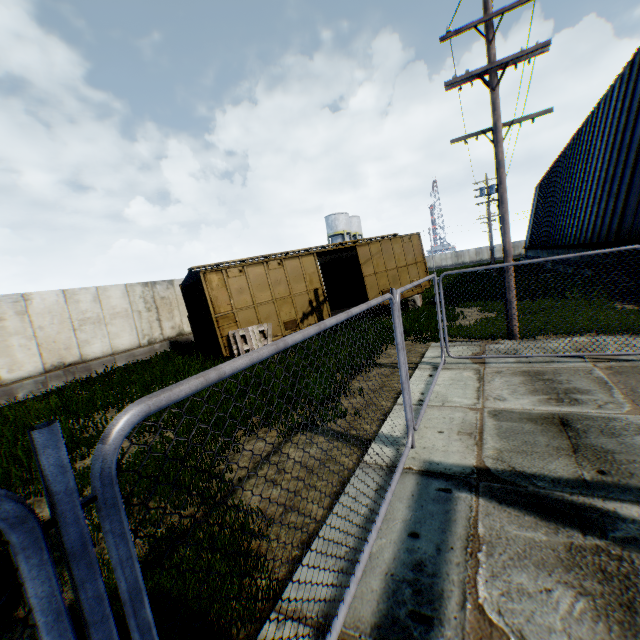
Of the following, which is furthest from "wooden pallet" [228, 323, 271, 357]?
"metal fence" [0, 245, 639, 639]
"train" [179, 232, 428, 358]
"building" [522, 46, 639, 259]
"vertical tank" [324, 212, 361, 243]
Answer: "vertical tank" [324, 212, 361, 243]

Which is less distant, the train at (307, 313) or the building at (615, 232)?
the train at (307, 313)

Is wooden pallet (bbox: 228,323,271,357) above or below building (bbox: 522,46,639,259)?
below

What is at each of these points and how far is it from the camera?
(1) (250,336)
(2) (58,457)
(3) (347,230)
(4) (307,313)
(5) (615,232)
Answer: (1) wooden pallet, 11.9m
(2) metal fence, 0.9m
(3) vertical tank, 53.7m
(4) train, 13.8m
(5) building, 15.1m

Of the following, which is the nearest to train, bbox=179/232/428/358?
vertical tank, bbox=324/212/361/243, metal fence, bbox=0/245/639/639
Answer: metal fence, bbox=0/245/639/639

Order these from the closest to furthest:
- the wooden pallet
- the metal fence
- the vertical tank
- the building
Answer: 1. the metal fence
2. the wooden pallet
3. the building
4. the vertical tank

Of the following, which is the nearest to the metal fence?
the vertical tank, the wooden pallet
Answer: the wooden pallet

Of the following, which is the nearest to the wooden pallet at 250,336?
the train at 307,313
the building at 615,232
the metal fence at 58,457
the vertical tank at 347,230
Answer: the train at 307,313
